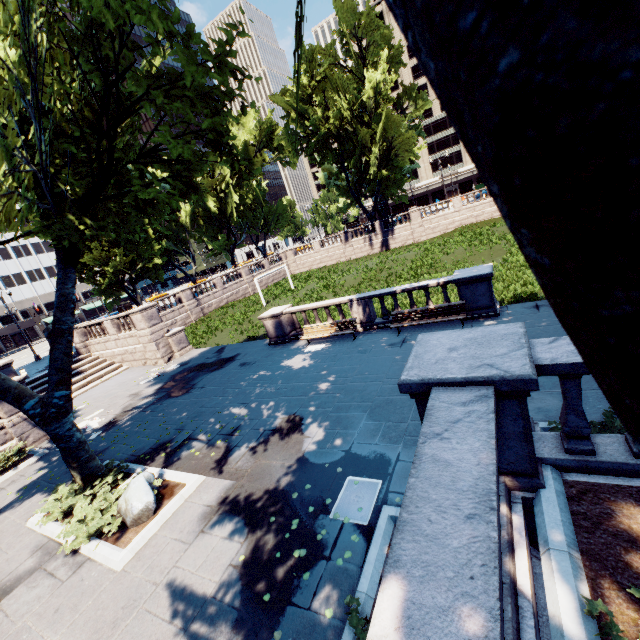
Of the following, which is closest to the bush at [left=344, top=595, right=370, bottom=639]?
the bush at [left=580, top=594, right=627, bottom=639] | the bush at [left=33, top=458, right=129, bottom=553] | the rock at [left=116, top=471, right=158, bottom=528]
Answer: the bush at [left=580, top=594, right=627, bottom=639]

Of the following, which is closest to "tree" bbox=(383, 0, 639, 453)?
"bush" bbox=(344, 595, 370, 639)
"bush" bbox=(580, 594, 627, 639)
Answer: "bush" bbox=(580, 594, 627, 639)

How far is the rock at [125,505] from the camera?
7.59m

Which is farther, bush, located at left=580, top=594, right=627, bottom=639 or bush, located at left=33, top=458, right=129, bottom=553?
bush, located at left=33, top=458, right=129, bottom=553

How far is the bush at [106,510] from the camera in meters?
7.5

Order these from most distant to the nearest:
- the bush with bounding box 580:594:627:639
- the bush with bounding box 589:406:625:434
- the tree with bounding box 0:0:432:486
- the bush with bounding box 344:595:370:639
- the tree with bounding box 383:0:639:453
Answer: the tree with bounding box 0:0:432:486
the bush with bounding box 589:406:625:434
the bush with bounding box 344:595:370:639
the bush with bounding box 580:594:627:639
the tree with bounding box 383:0:639:453

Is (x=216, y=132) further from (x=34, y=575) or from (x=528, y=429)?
(x=34, y=575)

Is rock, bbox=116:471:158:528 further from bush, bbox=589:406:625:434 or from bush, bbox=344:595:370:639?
bush, bbox=589:406:625:434
